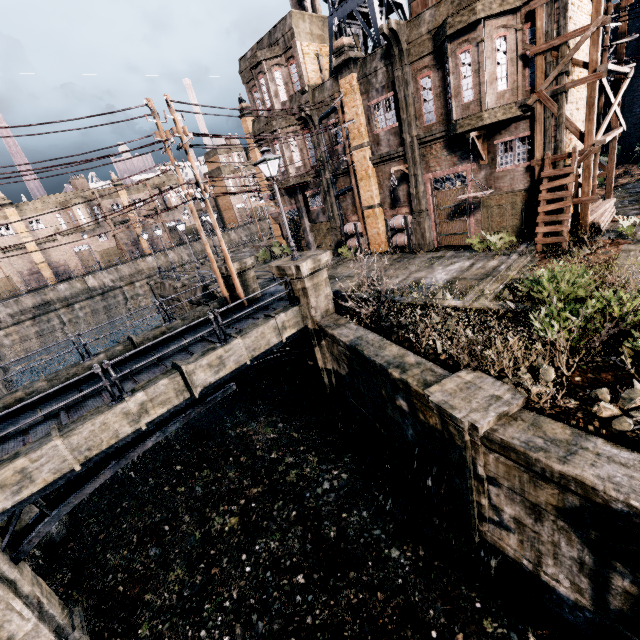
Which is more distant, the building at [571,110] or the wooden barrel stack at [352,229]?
the wooden barrel stack at [352,229]

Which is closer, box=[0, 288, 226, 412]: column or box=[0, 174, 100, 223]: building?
box=[0, 288, 226, 412]: column

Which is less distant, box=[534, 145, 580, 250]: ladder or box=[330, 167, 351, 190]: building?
box=[534, 145, 580, 250]: ladder

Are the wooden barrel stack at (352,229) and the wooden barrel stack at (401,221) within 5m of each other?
yes

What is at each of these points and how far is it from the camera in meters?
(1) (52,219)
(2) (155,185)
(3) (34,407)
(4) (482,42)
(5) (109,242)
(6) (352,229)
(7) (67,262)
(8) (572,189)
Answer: (1) building, 50.4
(2) building, 59.5
(3) stone base, 12.2
(4) building, 14.2
(5) building, 55.9
(6) wooden barrel stack, 24.0
(7) building, 52.4
(8) ladder, 14.3

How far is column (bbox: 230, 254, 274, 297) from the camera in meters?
17.5 m

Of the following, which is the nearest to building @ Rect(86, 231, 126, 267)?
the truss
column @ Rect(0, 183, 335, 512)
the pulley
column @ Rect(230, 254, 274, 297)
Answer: column @ Rect(230, 254, 274, 297)

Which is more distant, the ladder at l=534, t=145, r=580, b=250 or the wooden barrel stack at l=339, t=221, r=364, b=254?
the wooden barrel stack at l=339, t=221, r=364, b=254
